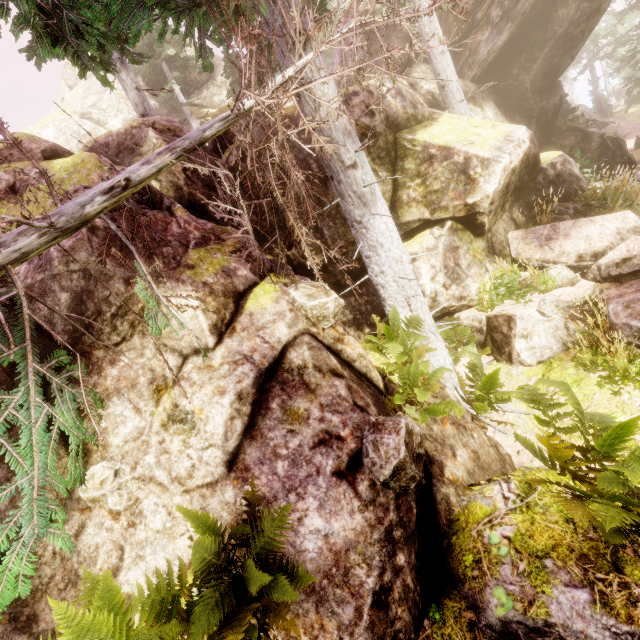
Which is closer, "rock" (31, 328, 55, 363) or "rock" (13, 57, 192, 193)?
"rock" (31, 328, 55, 363)

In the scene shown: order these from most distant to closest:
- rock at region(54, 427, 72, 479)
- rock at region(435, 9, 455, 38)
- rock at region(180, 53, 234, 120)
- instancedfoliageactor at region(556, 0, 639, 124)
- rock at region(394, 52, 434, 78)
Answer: rock at region(180, 53, 234, 120) < instancedfoliageactor at region(556, 0, 639, 124) < rock at region(394, 52, 434, 78) < rock at region(435, 9, 455, 38) < rock at region(54, 427, 72, 479)

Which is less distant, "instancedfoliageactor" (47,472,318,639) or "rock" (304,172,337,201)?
"instancedfoliageactor" (47,472,318,639)

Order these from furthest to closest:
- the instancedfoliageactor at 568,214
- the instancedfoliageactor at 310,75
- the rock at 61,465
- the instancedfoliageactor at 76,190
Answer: the instancedfoliageactor at 568,214, the instancedfoliageactor at 310,75, the instancedfoliageactor at 76,190, the rock at 61,465

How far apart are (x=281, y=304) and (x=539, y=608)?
3.9 meters

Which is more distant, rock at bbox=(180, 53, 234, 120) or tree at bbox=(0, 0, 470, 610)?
rock at bbox=(180, 53, 234, 120)

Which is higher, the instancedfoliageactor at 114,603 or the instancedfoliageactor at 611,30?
the instancedfoliageactor at 611,30
